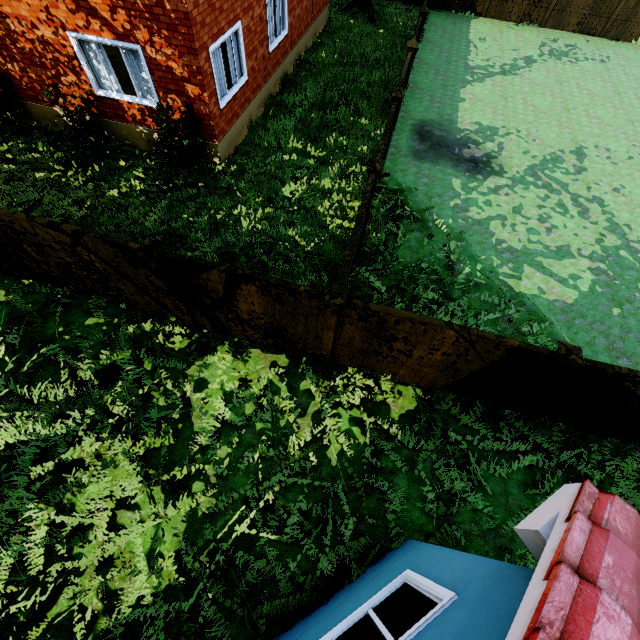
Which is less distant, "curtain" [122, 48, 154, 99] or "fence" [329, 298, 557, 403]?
"fence" [329, 298, 557, 403]

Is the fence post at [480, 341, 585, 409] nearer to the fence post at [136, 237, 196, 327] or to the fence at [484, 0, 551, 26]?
the fence at [484, 0, 551, 26]

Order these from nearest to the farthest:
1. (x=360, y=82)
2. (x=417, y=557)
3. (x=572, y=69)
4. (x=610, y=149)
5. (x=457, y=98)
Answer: (x=417, y=557), (x=610, y=149), (x=360, y=82), (x=457, y=98), (x=572, y=69)

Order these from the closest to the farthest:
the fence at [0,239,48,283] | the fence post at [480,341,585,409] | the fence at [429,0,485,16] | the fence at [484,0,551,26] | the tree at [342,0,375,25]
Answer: the fence post at [480,341,585,409], the fence at [0,239,48,283], the tree at [342,0,375,25], the fence at [484,0,551,26], the fence at [429,0,485,16]

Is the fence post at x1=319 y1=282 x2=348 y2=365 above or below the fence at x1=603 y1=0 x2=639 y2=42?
above

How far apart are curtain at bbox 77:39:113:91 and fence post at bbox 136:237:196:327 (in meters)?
6.24

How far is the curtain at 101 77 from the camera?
8.2m

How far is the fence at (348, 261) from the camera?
5.2m
